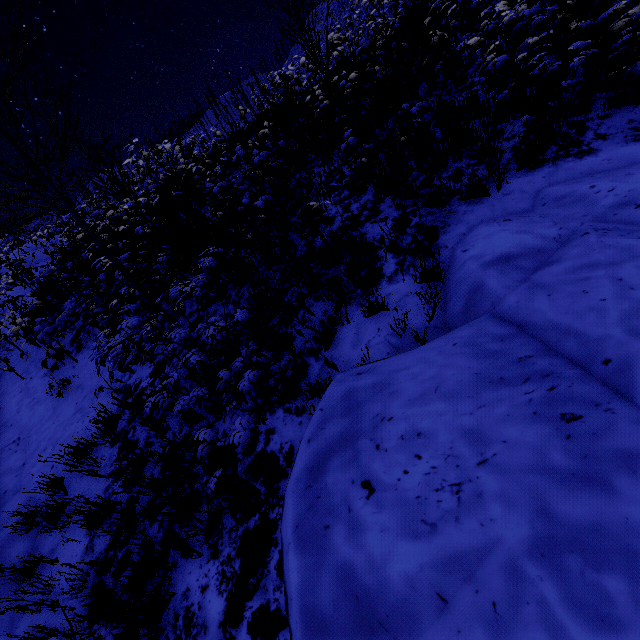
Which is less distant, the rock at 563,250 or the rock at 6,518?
the rock at 563,250

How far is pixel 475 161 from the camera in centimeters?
466cm

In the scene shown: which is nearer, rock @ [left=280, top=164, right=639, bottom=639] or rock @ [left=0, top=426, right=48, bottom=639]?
rock @ [left=280, top=164, right=639, bottom=639]
